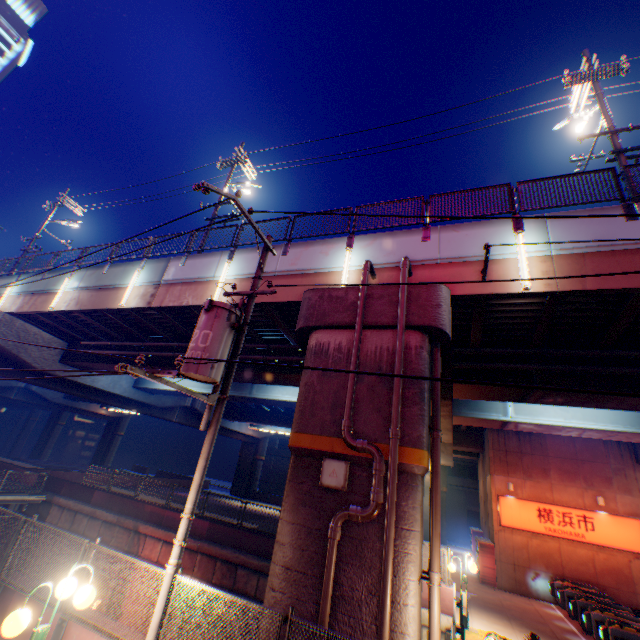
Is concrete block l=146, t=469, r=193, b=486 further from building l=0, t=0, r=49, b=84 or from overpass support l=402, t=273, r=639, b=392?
building l=0, t=0, r=49, b=84

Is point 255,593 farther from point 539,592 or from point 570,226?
point 570,226

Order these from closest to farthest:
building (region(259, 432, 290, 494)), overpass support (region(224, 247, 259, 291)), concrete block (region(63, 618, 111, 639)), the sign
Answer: concrete block (region(63, 618, 111, 639)) < overpass support (region(224, 247, 259, 291)) < the sign < building (region(259, 432, 290, 494))

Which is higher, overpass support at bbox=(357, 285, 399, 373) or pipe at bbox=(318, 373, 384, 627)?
overpass support at bbox=(357, 285, 399, 373)

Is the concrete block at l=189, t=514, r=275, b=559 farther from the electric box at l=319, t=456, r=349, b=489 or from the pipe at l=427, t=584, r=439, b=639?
the electric box at l=319, t=456, r=349, b=489

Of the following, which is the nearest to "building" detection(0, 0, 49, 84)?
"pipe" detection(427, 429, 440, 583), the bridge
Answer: the bridge

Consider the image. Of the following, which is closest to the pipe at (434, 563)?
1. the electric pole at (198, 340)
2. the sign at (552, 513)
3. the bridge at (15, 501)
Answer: the electric pole at (198, 340)

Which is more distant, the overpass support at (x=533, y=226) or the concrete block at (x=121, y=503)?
the concrete block at (x=121, y=503)
